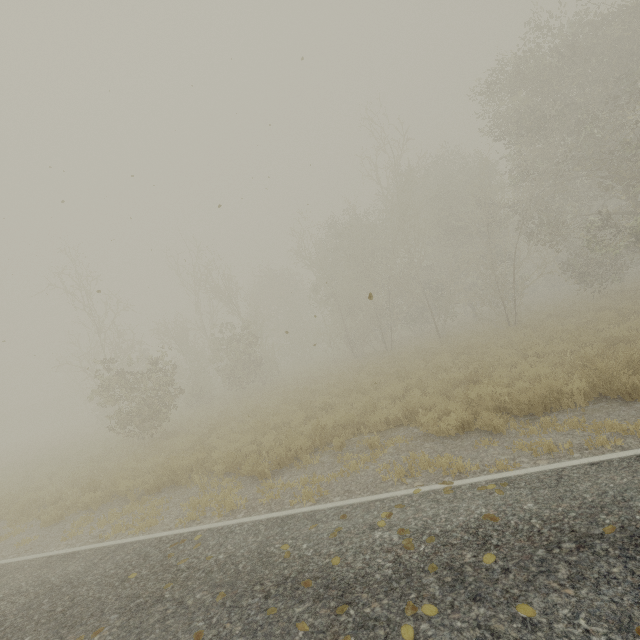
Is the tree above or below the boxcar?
below

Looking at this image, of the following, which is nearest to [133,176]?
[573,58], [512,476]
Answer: [512,476]

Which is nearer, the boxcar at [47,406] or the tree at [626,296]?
the tree at [626,296]

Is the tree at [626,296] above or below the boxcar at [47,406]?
below

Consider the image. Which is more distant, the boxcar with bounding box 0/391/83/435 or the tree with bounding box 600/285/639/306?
the boxcar with bounding box 0/391/83/435
